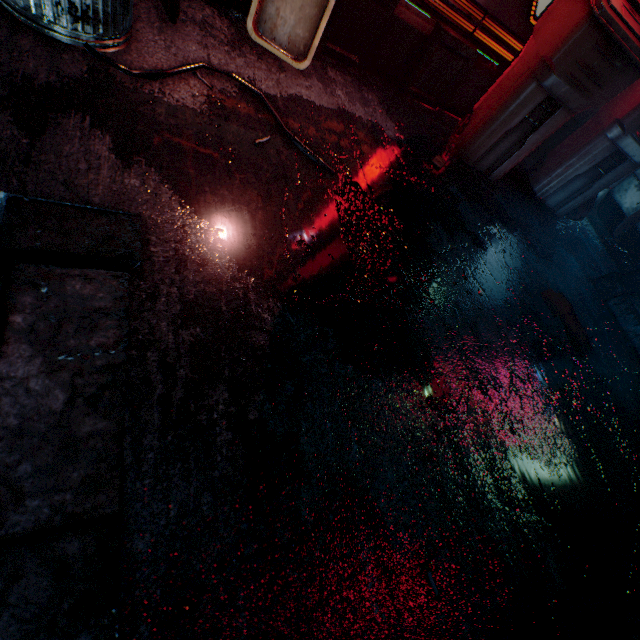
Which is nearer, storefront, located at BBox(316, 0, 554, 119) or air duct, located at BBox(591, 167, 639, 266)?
storefront, located at BBox(316, 0, 554, 119)

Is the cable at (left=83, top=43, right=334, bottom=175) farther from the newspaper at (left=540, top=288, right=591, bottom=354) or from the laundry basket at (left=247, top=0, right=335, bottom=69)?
the newspaper at (left=540, top=288, right=591, bottom=354)

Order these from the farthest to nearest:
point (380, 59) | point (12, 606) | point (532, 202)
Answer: point (532, 202)
point (380, 59)
point (12, 606)

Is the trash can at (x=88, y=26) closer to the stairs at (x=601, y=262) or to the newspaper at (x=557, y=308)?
the newspaper at (x=557, y=308)

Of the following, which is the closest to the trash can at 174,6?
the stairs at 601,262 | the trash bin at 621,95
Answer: the trash bin at 621,95

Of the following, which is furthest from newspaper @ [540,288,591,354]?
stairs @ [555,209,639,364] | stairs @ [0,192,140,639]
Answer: stairs @ [0,192,140,639]

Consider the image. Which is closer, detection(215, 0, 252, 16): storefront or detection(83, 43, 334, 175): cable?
detection(83, 43, 334, 175): cable

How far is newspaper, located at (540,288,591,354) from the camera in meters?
1.9 m
